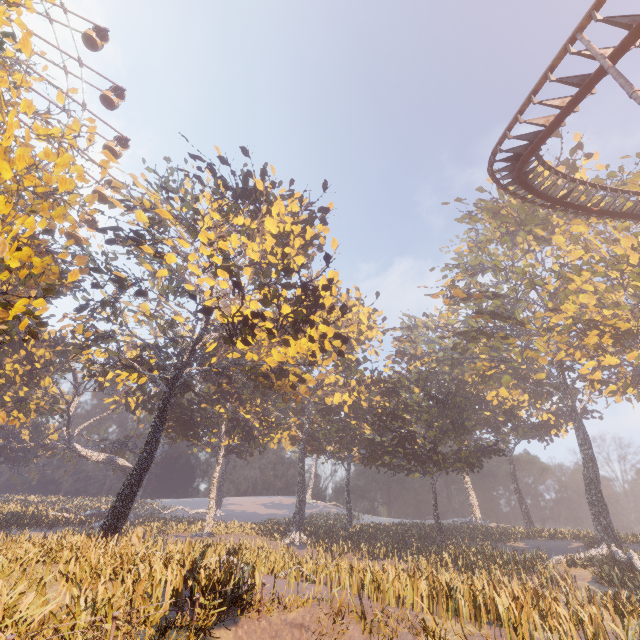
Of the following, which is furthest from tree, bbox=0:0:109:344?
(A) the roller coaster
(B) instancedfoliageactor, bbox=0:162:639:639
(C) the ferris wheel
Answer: (A) the roller coaster

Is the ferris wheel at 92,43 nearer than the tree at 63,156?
No

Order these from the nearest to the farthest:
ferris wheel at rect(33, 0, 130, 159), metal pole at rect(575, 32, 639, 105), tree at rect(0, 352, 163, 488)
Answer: metal pole at rect(575, 32, 639, 105), ferris wheel at rect(33, 0, 130, 159), tree at rect(0, 352, 163, 488)

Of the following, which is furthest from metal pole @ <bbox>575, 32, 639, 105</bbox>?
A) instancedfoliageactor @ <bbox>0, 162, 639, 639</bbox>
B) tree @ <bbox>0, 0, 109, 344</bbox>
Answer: tree @ <bbox>0, 0, 109, 344</bbox>

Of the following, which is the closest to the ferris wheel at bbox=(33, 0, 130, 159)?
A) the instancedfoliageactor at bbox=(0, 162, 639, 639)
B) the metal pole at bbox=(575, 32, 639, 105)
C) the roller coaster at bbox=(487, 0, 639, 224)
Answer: the instancedfoliageactor at bbox=(0, 162, 639, 639)

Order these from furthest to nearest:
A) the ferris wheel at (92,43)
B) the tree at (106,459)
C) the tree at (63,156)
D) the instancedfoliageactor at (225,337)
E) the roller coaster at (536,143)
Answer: the tree at (106,459)
the ferris wheel at (92,43)
the instancedfoliageactor at (225,337)
the roller coaster at (536,143)
the tree at (63,156)

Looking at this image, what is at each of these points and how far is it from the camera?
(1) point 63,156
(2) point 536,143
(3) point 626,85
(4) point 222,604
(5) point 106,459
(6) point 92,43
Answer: (1) tree, 9.4 meters
(2) roller coaster, 13.4 meters
(3) metal pole, 7.9 meters
(4) instancedfoliageactor, 9.7 meters
(5) tree, 46.4 meters
(6) ferris wheel, 32.2 meters

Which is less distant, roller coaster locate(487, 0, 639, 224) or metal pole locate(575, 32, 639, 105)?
metal pole locate(575, 32, 639, 105)
